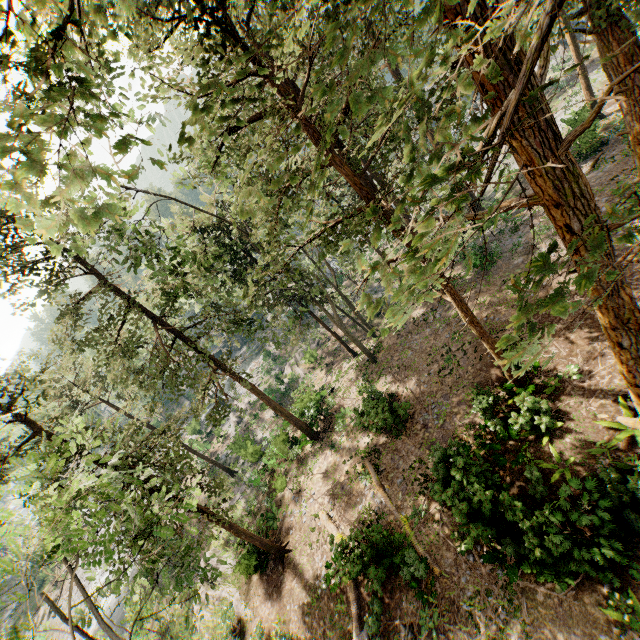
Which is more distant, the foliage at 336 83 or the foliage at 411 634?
the foliage at 411 634

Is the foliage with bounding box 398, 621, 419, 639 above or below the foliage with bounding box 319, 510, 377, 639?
above

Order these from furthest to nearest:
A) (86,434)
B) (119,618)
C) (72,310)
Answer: (119,618)
(72,310)
(86,434)

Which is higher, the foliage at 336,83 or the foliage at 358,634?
the foliage at 336,83

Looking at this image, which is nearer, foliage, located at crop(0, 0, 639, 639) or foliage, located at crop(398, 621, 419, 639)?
foliage, located at crop(0, 0, 639, 639)

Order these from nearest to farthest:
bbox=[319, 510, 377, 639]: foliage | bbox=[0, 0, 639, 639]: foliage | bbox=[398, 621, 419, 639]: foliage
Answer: bbox=[0, 0, 639, 639]: foliage → bbox=[398, 621, 419, 639]: foliage → bbox=[319, 510, 377, 639]: foliage
